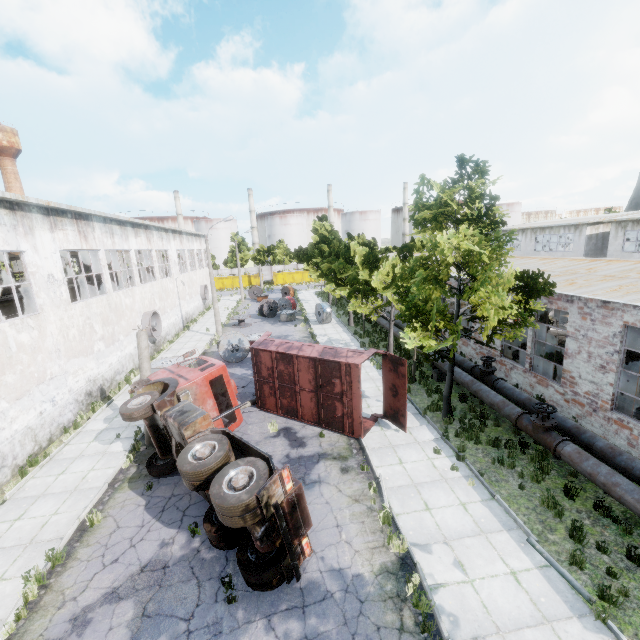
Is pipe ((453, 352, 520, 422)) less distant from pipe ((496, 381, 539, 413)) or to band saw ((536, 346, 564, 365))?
pipe ((496, 381, 539, 413))

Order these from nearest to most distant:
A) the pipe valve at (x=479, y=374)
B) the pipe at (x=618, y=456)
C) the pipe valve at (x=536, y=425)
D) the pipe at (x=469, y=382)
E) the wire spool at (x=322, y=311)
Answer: the pipe at (x=618, y=456) → the pipe valve at (x=536, y=425) → the pipe at (x=469, y=382) → the pipe valve at (x=479, y=374) → the wire spool at (x=322, y=311)

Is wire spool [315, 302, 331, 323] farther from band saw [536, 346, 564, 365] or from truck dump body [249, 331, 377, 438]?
band saw [536, 346, 564, 365]

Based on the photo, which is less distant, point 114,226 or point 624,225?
point 114,226

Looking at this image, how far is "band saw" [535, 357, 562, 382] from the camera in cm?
1477

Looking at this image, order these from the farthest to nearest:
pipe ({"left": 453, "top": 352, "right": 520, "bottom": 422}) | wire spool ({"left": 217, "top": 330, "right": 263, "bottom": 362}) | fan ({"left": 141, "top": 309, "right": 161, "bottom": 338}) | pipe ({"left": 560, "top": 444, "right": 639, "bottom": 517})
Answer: fan ({"left": 141, "top": 309, "right": 161, "bottom": 338}) → wire spool ({"left": 217, "top": 330, "right": 263, "bottom": 362}) → pipe ({"left": 453, "top": 352, "right": 520, "bottom": 422}) → pipe ({"left": 560, "top": 444, "right": 639, "bottom": 517})

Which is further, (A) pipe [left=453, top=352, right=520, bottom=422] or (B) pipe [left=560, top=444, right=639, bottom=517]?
(A) pipe [left=453, top=352, right=520, bottom=422]

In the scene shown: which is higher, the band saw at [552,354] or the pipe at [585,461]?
A: the band saw at [552,354]
